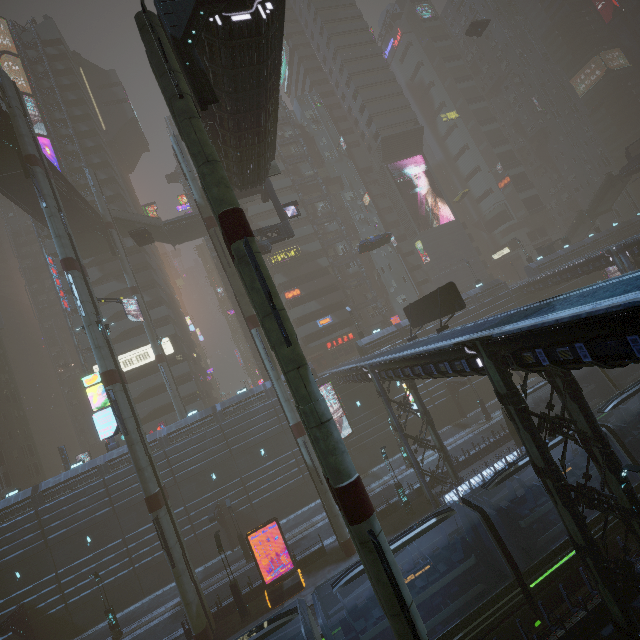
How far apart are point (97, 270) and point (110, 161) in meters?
19.4 m

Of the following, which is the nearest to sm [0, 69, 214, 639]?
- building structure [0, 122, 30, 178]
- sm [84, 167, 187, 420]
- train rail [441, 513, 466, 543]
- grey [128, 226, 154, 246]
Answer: building structure [0, 122, 30, 178]

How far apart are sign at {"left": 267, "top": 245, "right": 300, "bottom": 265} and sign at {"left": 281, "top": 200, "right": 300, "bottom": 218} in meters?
20.0 m

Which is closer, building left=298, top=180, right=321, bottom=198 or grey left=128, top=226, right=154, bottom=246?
grey left=128, top=226, right=154, bottom=246

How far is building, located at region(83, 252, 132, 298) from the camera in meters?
46.5

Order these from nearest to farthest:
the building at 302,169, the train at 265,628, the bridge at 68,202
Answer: the train at 265,628, the bridge at 68,202, the building at 302,169

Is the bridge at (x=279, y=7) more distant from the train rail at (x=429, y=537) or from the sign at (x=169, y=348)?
the train rail at (x=429, y=537)

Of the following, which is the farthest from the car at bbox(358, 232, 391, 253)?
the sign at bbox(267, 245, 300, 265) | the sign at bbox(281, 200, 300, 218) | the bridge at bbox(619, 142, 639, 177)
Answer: the sign at bbox(267, 245, 300, 265)
